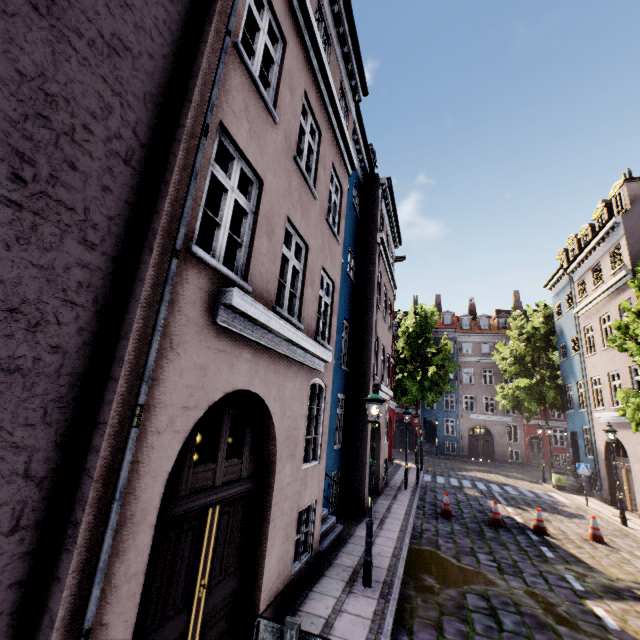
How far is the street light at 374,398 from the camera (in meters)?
6.31

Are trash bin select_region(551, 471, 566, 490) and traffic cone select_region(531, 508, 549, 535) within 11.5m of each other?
yes

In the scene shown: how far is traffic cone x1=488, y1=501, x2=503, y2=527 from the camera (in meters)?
11.31

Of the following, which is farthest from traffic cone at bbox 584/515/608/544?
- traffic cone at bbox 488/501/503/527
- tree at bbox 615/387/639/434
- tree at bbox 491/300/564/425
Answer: tree at bbox 491/300/564/425

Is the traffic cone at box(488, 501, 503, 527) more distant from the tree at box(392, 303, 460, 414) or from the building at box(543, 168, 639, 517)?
the tree at box(392, 303, 460, 414)

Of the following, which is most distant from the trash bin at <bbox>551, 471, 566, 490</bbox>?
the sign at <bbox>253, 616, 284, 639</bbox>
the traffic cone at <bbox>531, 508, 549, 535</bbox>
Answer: the sign at <bbox>253, 616, 284, 639</bbox>

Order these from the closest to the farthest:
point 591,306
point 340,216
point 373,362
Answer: point 340,216, point 373,362, point 591,306

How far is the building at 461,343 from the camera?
32.9 meters
